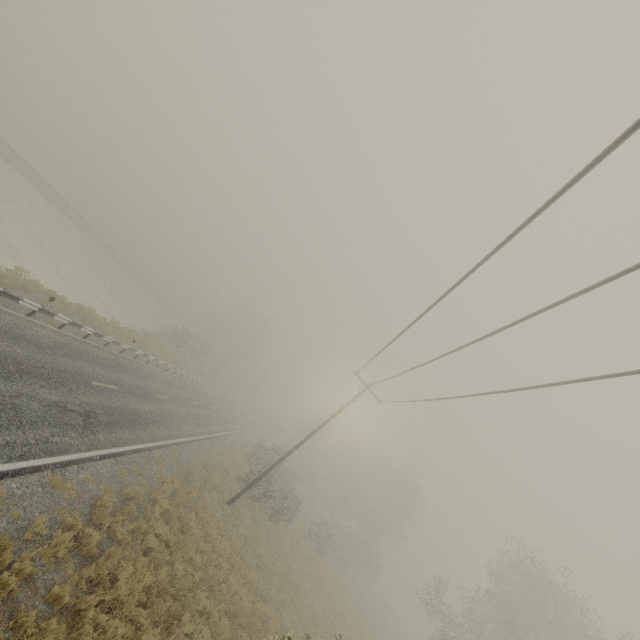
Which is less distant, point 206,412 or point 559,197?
point 559,197
